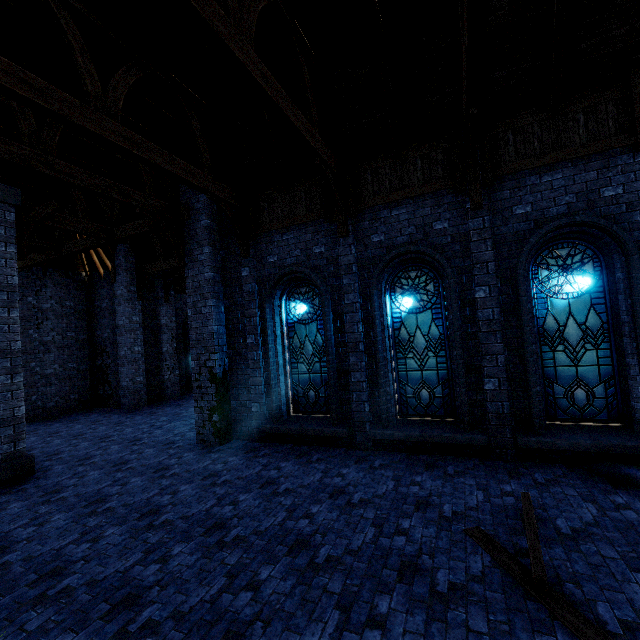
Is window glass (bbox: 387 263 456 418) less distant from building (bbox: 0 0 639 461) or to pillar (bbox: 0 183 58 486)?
building (bbox: 0 0 639 461)

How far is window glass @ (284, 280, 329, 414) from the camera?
8.8 meters

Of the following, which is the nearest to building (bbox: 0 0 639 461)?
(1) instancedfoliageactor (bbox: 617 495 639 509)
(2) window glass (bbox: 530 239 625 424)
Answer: (2) window glass (bbox: 530 239 625 424)

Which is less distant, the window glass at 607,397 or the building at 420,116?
the building at 420,116

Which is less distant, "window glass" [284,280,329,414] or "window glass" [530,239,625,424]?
"window glass" [530,239,625,424]

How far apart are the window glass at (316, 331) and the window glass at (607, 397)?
4.51m

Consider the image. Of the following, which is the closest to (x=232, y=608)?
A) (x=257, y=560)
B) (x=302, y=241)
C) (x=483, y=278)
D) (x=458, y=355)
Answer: (x=257, y=560)

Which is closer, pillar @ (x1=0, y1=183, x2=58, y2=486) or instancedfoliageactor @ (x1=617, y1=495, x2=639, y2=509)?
instancedfoliageactor @ (x1=617, y1=495, x2=639, y2=509)
